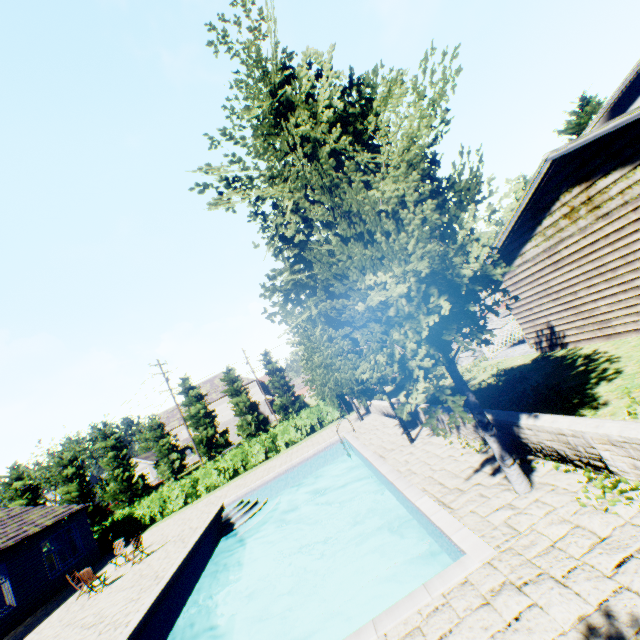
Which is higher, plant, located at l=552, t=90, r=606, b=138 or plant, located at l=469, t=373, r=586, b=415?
plant, located at l=552, t=90, r=606, b=138

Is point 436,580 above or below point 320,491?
above

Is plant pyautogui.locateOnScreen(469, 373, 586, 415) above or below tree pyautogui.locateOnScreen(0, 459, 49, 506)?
below

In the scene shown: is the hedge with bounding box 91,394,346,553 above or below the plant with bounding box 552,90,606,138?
below

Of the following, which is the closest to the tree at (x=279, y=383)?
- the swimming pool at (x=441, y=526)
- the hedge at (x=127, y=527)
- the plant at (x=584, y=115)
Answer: the swimming pool at (x=441, y=526)

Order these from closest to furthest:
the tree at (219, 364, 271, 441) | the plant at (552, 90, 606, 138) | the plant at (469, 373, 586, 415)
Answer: the plant at (469, 373, 586, 415) < the plant at (552, 90, 606, 138) < the tree at (219, 364, 271, 441)

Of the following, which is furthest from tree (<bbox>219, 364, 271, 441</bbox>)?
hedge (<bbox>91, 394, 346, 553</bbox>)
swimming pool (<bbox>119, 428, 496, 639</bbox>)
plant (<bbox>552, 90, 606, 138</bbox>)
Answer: hedge (<bbox>91, 394, 346, 553</bbox>)
